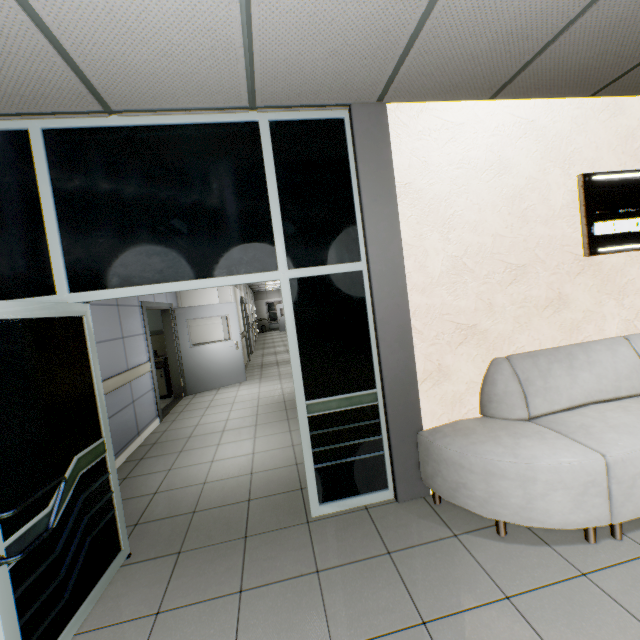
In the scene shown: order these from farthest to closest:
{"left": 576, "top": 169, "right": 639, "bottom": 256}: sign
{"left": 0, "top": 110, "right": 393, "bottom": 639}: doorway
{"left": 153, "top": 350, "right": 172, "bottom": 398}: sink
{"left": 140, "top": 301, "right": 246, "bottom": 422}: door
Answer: {"left": 153, "top": 350, "right": 172, "bottom": 398}: sink
{"left": 140, "top": 301, "right": 246, "bottom": 422}: door
{"left": 576, "top": 169, "right": 639, "bottom": 256}: sign
{"left": 0, "top": 110, "right": 393, "bottom": 639}: doorway

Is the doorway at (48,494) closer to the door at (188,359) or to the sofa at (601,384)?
the sofa at (601,384)

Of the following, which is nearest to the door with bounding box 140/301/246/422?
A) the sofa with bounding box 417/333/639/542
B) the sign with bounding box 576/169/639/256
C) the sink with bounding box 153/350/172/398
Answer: the sink with bounding box 153/350/172/398

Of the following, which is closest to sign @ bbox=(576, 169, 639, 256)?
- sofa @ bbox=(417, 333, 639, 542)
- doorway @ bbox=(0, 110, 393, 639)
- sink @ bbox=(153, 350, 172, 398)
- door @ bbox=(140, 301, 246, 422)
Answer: sofa @ bbox=(417, 333, 639, 542)

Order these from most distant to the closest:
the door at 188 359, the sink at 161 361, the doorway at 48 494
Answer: the sink at 161 361
the door at 188 359
the doorway at 48 494

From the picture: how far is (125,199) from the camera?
2.4 meters

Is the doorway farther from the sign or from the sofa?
the sign

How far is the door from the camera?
6.29m
